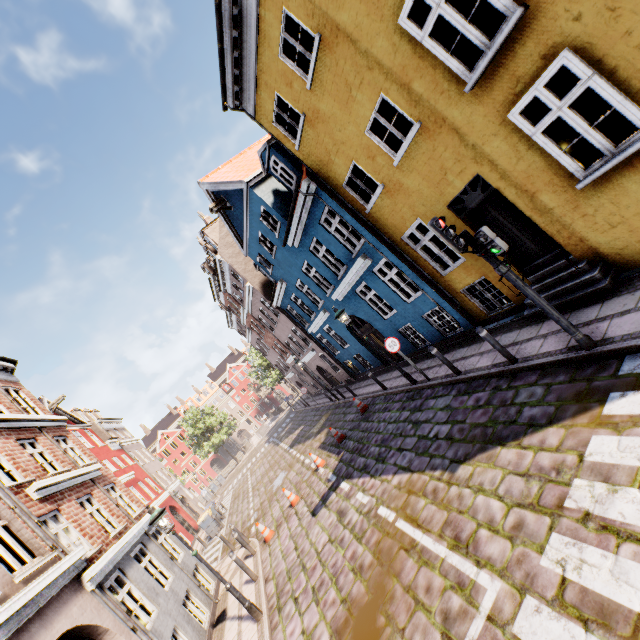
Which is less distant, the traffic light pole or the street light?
the traffic light pole

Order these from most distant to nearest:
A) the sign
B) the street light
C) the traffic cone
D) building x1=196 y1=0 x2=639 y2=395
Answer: the traffic cone
the sign
the street light
building x1=196 y1=0 x2=639 y2=395

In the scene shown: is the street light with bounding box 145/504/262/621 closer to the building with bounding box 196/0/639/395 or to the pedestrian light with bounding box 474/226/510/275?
the building with bounding box 196/0/639/395

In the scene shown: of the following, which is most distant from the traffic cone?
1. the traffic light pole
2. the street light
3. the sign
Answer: the traffic light pole

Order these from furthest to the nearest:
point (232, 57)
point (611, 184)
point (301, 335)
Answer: point (301, 335) → point (232, 57) → point (611, 184)

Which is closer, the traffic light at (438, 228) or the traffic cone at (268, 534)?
the traffic light at (438, 228)

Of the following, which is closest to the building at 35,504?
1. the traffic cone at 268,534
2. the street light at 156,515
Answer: the street light at 156,515

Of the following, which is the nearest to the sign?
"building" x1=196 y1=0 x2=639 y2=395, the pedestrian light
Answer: "building" x1=196 y1=0 x2=639 y2=395
